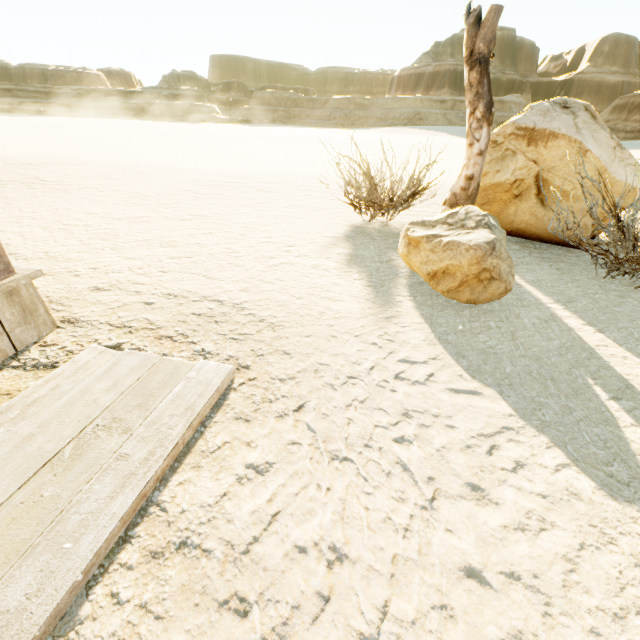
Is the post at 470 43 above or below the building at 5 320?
above

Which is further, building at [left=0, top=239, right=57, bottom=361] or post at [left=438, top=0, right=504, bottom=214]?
post at [left=438, top=0, right=504, bottom=214]

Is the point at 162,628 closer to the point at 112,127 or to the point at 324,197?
the point at 324,197

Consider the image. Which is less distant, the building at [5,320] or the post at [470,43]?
the building at [5,320]

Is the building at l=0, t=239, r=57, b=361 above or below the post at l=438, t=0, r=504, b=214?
below
